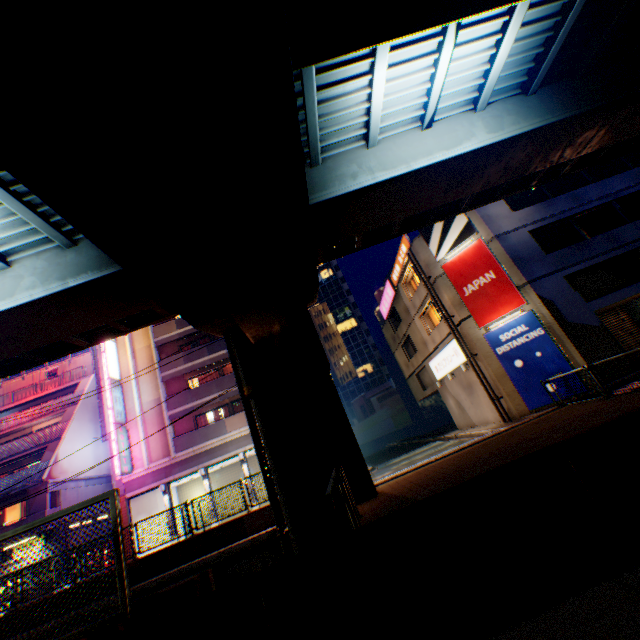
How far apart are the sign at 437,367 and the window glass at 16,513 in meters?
A: 31.2

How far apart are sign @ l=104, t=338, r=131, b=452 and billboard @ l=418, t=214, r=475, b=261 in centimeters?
2427cm

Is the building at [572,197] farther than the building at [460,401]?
No

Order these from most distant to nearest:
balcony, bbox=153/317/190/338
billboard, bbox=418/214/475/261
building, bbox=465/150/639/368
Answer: balcony, bbox=153/317/190/338, billboard, bbox=418/214/475/261, building, bbox=465/150/639/368

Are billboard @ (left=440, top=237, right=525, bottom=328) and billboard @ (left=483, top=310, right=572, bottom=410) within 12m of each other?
yes

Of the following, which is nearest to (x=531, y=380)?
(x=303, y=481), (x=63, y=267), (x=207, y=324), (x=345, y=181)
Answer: (x=303, y=481)

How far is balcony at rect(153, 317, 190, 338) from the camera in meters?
26.8

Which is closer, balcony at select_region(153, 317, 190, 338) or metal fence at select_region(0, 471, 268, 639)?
metal fence at select_region(0, 471, 268, 639)
